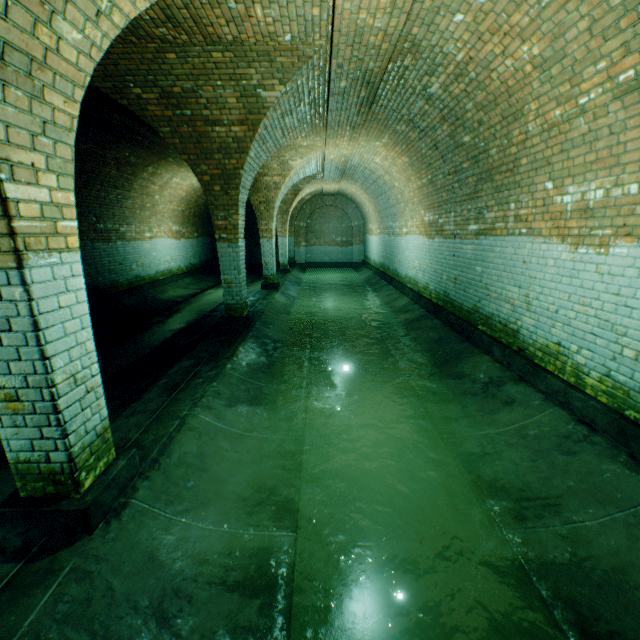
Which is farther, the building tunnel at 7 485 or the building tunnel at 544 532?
the building tunnel at 7 485

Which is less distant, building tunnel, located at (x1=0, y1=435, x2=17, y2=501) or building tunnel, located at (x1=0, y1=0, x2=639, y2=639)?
building tunnel, located at (x1=0, y1=0, x2=639, y2=639)

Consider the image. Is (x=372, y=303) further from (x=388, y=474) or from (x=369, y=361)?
(x=388, y=474)
